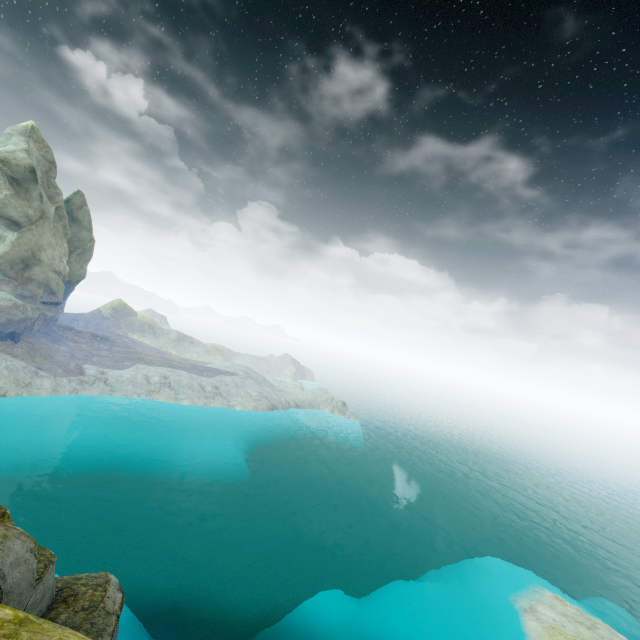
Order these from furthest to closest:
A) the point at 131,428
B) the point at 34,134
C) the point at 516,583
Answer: the point at 34,134 < the point at 131,428 < the point at 516,583
